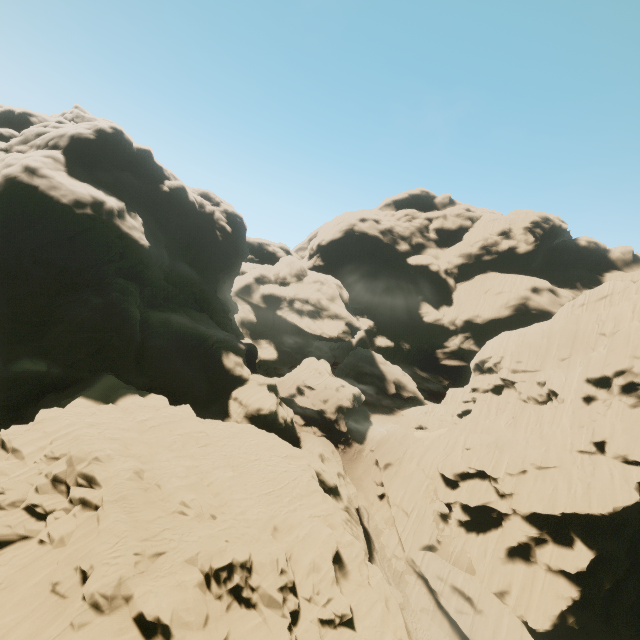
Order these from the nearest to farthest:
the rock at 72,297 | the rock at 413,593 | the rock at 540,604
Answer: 1. the rock at 72,297
2. the rock at 540,604
3. the rock at 413,593

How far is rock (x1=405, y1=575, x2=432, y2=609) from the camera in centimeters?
3264cm

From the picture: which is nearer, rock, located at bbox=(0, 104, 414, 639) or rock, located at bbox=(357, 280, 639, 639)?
rock, located at bbox=(0, 104, 414, 639)

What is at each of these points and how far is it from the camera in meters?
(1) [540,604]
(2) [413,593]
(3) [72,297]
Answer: (1) rock, 28.3 m
(2) rock, 33.6 m
(3) rock, 33.3 m

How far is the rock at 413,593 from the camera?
32.64m

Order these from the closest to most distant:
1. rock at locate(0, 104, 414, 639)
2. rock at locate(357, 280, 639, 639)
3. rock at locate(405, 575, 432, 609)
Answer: rock at locate(0, 104, 414, 639)
rock at locate(357, 280, 639, 639)
rock at locate(405, 575, 432, 609)

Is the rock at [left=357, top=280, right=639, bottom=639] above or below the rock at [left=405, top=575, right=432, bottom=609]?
above
